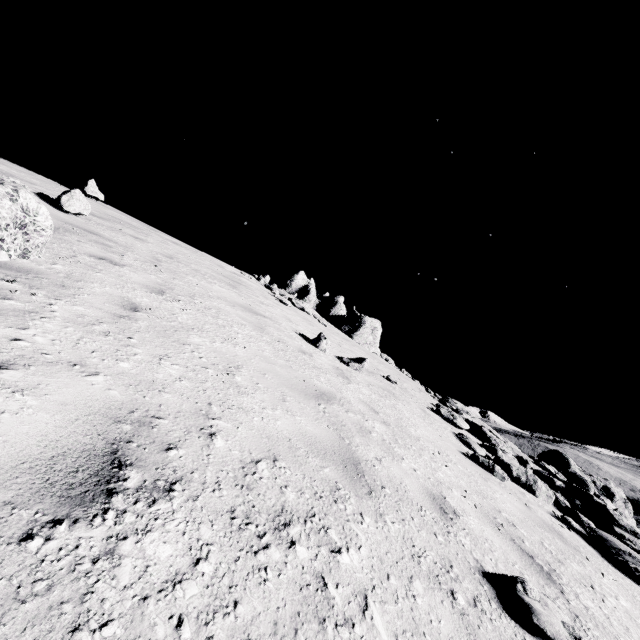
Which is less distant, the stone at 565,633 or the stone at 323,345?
the stone at 565,633

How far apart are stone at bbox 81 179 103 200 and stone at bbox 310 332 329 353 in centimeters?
1038cm

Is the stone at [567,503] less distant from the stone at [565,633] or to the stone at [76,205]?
the stone at [565,633]

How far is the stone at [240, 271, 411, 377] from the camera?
18.5m

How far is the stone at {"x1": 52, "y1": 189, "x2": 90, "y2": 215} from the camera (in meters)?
7.04

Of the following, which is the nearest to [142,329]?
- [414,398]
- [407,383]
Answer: [414,398]

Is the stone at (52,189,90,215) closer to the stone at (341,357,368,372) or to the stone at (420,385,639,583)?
the stone at (341,357,368,372)

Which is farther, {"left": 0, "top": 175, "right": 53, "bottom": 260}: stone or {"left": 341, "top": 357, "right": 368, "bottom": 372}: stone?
{"left": 341, "top": 357, "right": 368, "bottom": 372}: stone
